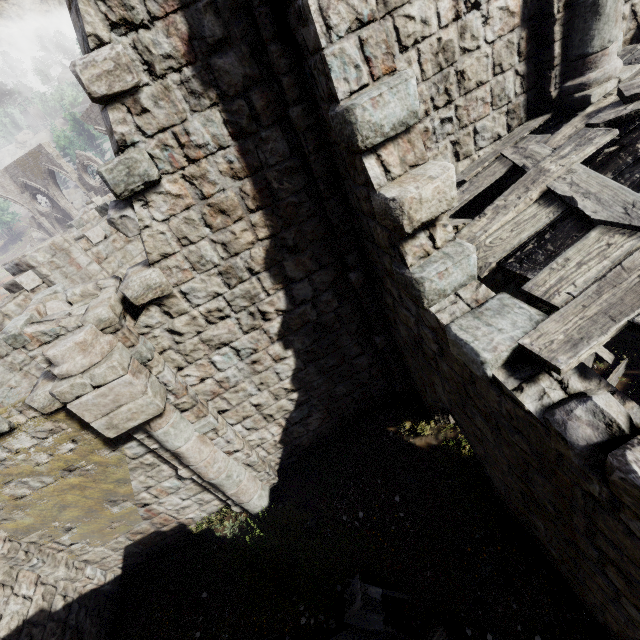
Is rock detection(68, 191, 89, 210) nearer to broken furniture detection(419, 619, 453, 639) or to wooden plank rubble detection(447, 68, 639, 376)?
wooden plank rubble detection(447, 68, 639, 376)

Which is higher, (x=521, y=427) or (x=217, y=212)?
(x=217, y=212)

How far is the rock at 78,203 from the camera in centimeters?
5025cm

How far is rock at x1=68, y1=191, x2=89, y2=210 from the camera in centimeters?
5025cm

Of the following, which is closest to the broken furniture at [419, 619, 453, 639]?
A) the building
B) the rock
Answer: the building

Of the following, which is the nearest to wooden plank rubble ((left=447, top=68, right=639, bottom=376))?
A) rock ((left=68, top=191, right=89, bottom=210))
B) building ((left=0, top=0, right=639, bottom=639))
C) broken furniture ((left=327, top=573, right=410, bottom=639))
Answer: building ((left=0, top=0, right=639, bottom=639))

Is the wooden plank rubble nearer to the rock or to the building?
the building

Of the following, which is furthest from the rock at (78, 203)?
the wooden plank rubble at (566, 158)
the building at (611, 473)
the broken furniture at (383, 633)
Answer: the broken furniture at (383, 633)
